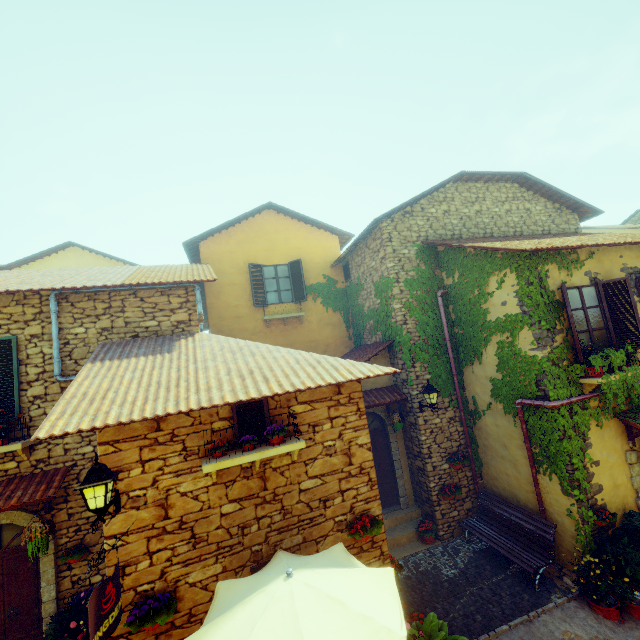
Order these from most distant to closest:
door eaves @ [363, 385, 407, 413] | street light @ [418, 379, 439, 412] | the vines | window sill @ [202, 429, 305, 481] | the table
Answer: door eaves @ [363, 385, 407, 413] < street light @ [418, 379, 439, 412] < the vines < window sill @ [202, 429, 305, 481] < the table

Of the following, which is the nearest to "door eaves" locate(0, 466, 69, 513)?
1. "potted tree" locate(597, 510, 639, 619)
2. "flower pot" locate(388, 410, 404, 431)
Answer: "flower pot" locate(388, 410, 404, 431)

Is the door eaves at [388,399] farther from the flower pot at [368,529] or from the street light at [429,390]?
the flower pot at [368,529]

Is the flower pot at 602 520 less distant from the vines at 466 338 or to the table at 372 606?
the vines at 466 338

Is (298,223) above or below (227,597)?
above

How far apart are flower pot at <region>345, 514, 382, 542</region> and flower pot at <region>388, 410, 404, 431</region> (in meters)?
3.86

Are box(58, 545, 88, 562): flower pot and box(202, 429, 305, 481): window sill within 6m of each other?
yes

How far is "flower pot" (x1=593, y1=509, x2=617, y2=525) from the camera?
6.47m
